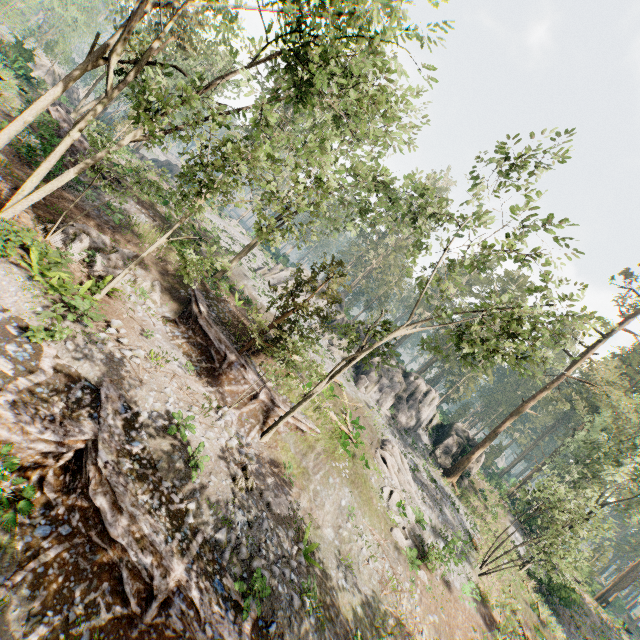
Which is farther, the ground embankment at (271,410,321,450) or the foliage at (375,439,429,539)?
the foliage at (375,439,429,539)

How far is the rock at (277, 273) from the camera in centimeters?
4081cm

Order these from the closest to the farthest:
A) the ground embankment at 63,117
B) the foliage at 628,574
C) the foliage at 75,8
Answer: the ground embankment at 63,117 → the foliage at 628,574 → the foliage at 75,8

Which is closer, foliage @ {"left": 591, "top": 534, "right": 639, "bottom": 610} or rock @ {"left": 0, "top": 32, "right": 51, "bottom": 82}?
rock @ {"left": 0, "top": 32, "right": 51, "bottom": 82}

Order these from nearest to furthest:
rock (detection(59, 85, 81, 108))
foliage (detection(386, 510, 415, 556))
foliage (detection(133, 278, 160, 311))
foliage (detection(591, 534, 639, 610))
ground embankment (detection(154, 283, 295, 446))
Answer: ground embankment (detection(154, 283, 295, 446)) < foliage (detection(133, 278, 160, 311)) < foliage (detection(386, 510, 415, 556)) < foliage (detection(591, 534, 639, 610)) < rock (detection(59, 85, 81, 108))

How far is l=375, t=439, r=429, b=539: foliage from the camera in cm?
2158

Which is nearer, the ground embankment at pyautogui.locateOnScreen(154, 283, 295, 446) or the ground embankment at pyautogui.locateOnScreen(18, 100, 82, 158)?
the ground embankment at pyautogui.locateOnScreen(154, 283, 295, 446)

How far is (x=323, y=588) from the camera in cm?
1274
